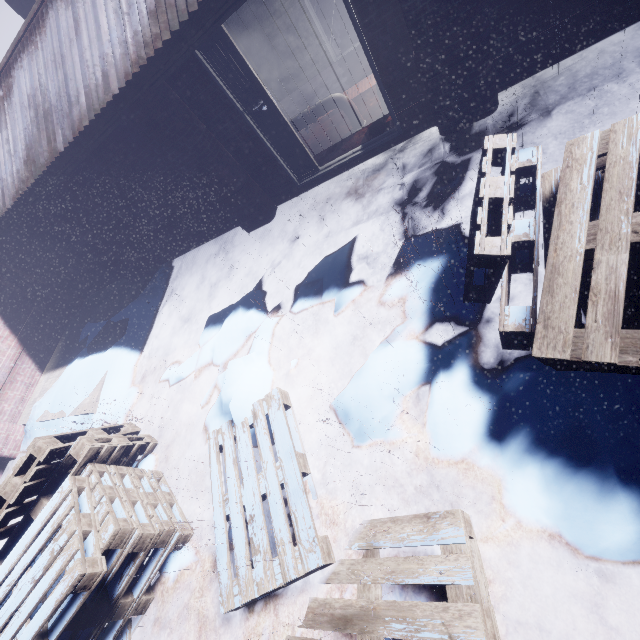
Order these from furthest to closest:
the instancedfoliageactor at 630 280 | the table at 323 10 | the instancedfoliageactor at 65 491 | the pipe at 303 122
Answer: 1. the table at 323 10
2. the pipe at 303 122
3. the instancedfoliageactor at 65 491
4. the instancedfoliageactor at 630 280

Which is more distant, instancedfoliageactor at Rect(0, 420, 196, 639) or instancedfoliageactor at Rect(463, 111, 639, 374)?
instancedfoliageactor at Rect(0, 420, 196, 639)

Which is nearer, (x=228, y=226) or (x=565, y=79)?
(x=565, y=79)

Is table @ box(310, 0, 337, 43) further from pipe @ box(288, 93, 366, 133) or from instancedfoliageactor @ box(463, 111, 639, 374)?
instancedfoliageactor @ box(463, 111, 639, 374)

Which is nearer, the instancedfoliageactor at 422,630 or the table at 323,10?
the instancedfoliageactor at 422,630

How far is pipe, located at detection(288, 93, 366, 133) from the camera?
4.31m

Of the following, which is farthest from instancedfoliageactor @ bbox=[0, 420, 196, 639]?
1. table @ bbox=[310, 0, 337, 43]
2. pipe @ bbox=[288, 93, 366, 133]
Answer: table @ bbox=[310, 0, 337, 43]
